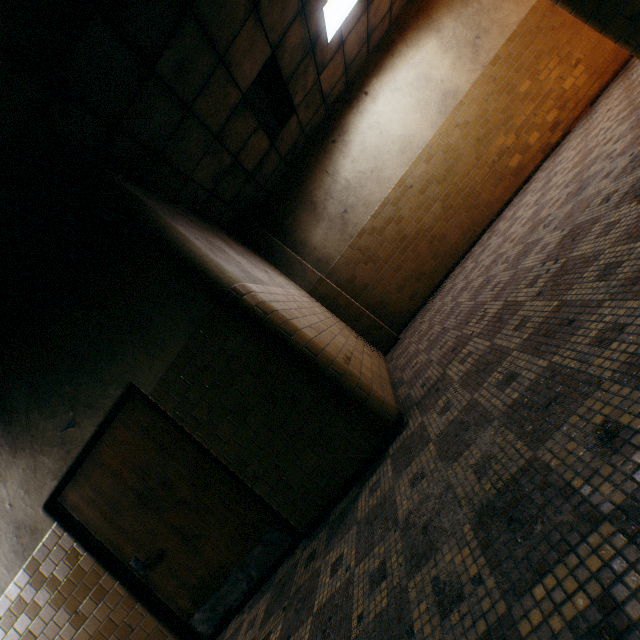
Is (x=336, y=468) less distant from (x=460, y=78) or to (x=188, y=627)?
(x=188, y=627)

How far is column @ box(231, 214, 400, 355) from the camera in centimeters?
622cm

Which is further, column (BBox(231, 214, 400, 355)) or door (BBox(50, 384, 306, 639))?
column (BBox(231, 214, 400, 355))

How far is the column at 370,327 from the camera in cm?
622

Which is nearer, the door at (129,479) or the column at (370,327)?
the door at (129,479)
